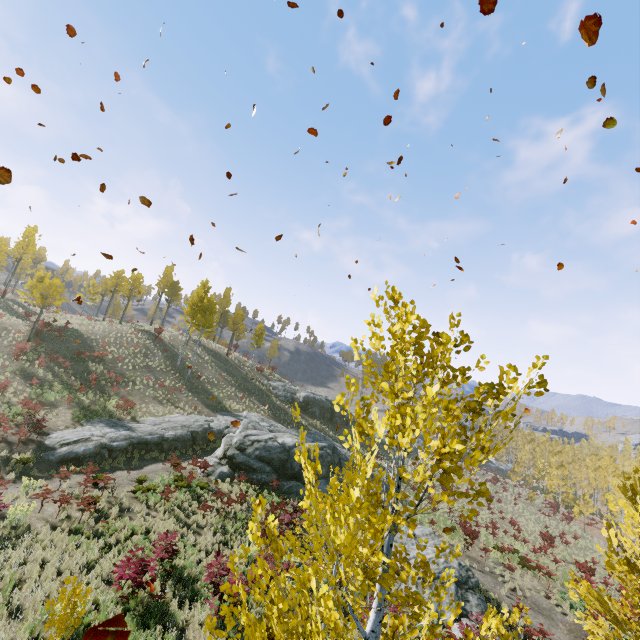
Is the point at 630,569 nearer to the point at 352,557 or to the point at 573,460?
the point at 352,557

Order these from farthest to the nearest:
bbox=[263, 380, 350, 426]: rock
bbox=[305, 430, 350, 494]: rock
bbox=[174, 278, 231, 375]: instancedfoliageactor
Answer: bbox=[263, 380, 350, 426]: rock
bbox=[174, 278, 231, 375]: instancedfoliageactor
bbox=[305, 430, 350, 494]: rock

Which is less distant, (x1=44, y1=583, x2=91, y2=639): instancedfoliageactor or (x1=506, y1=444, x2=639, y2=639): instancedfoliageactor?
(x1=44, y1=583, x2=91, y2=639): instancedfoliageactor

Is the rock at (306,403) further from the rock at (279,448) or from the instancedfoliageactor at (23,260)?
the instancedfoliageactor at (23,260)

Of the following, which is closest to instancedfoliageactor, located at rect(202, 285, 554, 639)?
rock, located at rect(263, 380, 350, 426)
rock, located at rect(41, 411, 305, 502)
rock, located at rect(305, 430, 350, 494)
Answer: rock, located at rect(305, 430, 350, 494)

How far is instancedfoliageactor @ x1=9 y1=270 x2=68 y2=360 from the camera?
27.75m

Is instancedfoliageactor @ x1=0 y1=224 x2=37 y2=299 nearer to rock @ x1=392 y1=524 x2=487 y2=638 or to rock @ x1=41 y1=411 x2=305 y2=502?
rock @ x1=392 y1=524 x2=487 y2=638

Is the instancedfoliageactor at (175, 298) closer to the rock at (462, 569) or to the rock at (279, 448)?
the rock at (462, 569)
